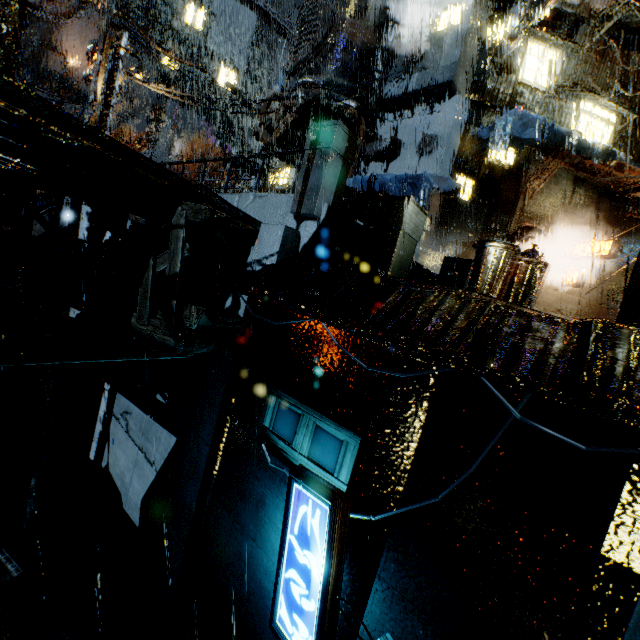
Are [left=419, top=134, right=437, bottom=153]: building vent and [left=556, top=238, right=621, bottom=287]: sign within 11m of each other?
yes

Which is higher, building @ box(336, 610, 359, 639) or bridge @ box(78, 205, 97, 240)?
bridge @ box(78, 205, 97, 240)

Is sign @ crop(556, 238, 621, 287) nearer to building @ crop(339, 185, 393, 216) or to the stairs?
building @ crop(339, 185, 393, 216)

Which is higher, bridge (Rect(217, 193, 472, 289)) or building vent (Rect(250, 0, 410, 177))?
building vent (Rect(250, 0, 410, 177))

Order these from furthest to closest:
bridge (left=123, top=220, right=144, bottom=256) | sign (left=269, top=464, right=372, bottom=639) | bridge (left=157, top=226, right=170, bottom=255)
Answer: bridge (left=123, top=220, right=144, bottom=256) < bridge (left=157, top=226, right=170, bottom=255) < sign (left=269, top=464, right=372, bottom=639)

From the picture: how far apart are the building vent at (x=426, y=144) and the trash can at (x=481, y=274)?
11.2m

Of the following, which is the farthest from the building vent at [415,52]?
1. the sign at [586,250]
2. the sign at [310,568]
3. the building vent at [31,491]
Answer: the building vent at [31,491]

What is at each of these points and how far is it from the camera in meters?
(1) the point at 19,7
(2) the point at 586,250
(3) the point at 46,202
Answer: (1) street light, 9.8 m
(2) sign, 15.2 m
(3) stairs, 40.4 m
